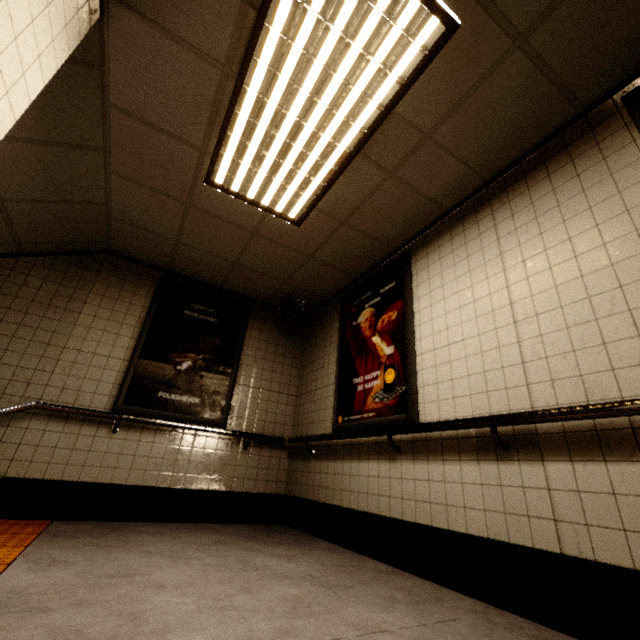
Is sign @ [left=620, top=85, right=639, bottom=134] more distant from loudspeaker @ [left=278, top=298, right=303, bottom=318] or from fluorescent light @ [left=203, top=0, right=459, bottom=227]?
loudspeaker @ [left=278, top=298, right=303, bottom=318]

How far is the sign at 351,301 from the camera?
2.90m

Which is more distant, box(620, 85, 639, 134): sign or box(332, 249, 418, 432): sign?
box(332, 249, 418, 432): sign

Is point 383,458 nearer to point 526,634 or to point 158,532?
point 526,634

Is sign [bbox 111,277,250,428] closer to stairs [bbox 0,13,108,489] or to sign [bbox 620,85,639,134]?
stairs [bbox 0,13,108,489]

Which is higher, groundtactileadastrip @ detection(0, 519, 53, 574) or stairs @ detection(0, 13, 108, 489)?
stairs @ detection(0, 13, 108, 489)

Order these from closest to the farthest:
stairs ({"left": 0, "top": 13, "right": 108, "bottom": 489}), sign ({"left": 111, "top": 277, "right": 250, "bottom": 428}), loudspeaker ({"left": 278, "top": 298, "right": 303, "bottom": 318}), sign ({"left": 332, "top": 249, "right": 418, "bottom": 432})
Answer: stairs ({"left": 0, "top": 13, "right": 108, "bottom": 489})
sign ({"left": 332, "top": 249, "right": 418, "bottom": 432})
sign ({"left": 111, "top": 277, "right": 250, "bottom": 428})
loudspeaker ({"left": 278, "top": 298, "right": 303, "bottom": 318})

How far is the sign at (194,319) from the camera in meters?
3.8
